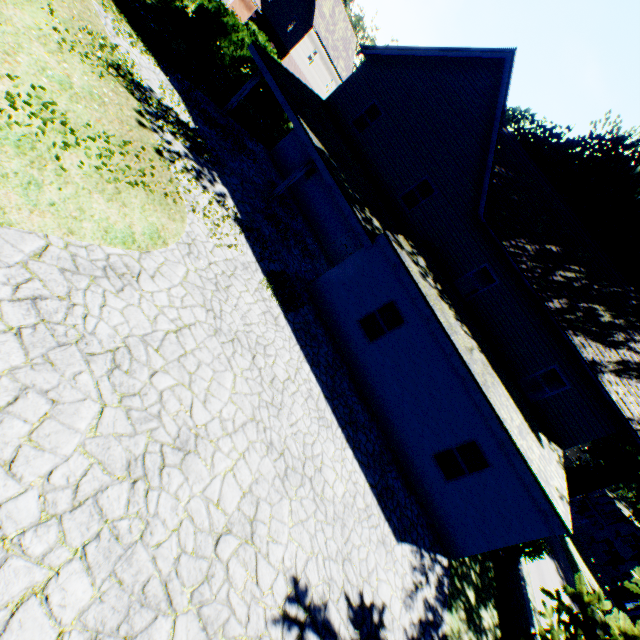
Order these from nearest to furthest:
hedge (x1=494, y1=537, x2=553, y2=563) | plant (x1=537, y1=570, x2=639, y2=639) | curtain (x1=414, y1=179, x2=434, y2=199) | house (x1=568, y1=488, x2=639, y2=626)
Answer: plant (x1=537, y1=570, x2=639, y2=639) → hedge (x1=494, y1=537, x2=553, y2=563) → curtain (x1=414, y1=179, x2=434, y2=199) → house (x1=568, y1=488, x2=639, y2=626)

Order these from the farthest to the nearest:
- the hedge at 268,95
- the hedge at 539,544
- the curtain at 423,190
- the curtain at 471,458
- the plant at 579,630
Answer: the hedge at 268,95, the curtain at 423,190, the hedge at 539,544, the curtain at 471,458, the plant at 579,630

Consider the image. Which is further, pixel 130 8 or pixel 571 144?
pixel 571 144

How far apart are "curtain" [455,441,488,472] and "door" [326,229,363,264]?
10.1m

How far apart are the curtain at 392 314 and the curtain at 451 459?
4.03m

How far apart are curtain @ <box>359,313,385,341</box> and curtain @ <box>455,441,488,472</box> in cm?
403

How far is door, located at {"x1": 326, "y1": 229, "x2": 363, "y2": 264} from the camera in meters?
16.7 m

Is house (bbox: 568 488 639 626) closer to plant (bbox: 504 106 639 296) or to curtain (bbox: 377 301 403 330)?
plant (bbox: 504 106 639 296)
